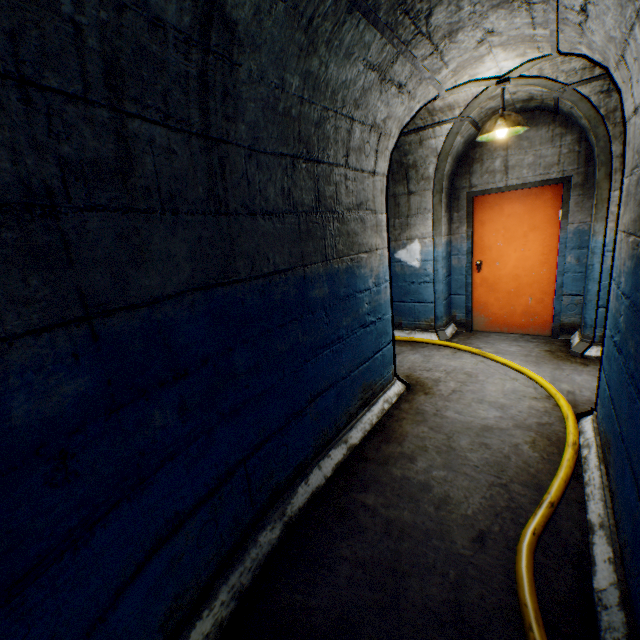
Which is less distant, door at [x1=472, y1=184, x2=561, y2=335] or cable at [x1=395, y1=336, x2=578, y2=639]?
cable at [x1=395, y1=336, x2=578, y2=639]

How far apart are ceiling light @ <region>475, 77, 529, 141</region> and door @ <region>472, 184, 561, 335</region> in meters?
1.4

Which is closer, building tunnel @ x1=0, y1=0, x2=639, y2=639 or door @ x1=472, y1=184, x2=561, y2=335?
building tunnel @ x1=0, y1=0, x2=639, y2=639

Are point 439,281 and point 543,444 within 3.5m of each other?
yes

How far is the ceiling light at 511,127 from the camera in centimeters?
303cm

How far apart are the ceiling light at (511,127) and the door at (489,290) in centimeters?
136cm

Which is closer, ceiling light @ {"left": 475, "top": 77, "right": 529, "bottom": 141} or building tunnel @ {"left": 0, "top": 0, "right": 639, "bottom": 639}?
building tunnel @ {"left": 0, "top": 0, "right": 639, "bottom": 639}

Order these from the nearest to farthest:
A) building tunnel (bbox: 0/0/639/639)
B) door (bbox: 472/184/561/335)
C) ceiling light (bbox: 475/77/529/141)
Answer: building tunnel (bbox: 0/0/639/639) → ceiling light (bbox: 475/77/529/141) → door (bbox: 472/184/561/335)
